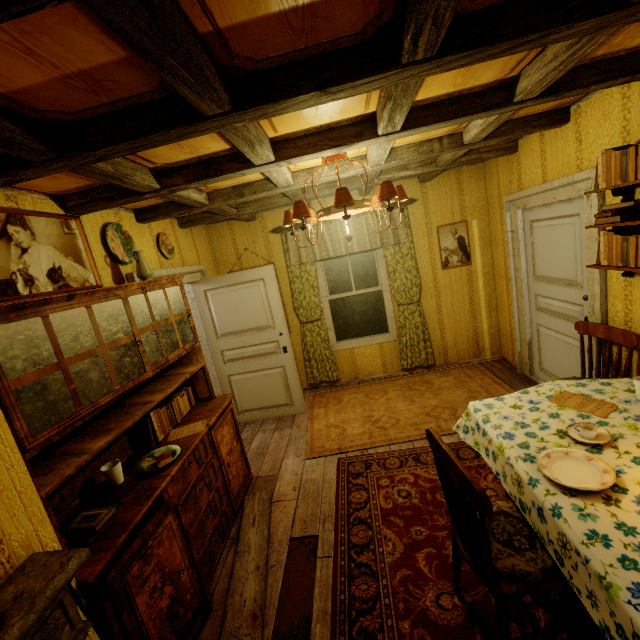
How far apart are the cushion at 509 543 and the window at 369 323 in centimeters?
348cm

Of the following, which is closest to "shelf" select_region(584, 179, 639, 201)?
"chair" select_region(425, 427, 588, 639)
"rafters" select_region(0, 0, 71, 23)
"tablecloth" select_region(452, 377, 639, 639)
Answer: "rafters" select_region(0, 0, 71, 23)

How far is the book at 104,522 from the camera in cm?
164

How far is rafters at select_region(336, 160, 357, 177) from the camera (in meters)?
2.96

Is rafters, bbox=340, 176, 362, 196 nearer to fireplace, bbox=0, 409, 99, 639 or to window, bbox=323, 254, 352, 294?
fireplace, bbox=0, 409, 99, 639

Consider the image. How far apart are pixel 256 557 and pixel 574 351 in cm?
357

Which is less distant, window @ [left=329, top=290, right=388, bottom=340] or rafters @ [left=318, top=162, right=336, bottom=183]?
rafters @ [left=318, top=162, right=336, bottom=183]

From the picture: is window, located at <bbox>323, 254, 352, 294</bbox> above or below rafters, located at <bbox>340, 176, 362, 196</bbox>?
below
